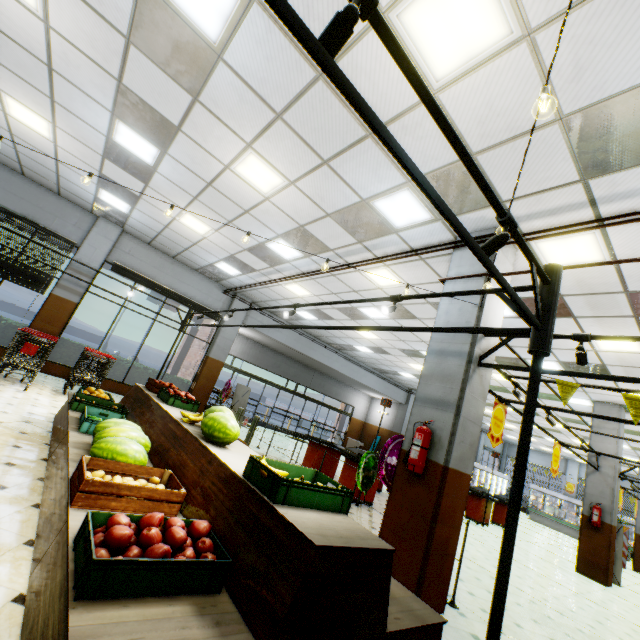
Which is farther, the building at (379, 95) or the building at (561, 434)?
the building at (561, 434)

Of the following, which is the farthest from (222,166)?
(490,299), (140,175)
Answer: (490,299)

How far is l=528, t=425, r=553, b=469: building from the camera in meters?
19.4

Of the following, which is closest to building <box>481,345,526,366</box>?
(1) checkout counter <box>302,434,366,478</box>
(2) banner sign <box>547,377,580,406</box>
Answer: (1) checkout counter <box>302,434,366,478</box>

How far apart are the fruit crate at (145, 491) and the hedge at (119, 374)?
10.3 meters

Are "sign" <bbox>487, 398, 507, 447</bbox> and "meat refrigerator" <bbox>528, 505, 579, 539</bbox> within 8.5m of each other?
no

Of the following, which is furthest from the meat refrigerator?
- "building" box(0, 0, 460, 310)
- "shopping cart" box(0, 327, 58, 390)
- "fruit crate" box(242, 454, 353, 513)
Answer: "shopping cart" box(0, 327, 58, 390)
